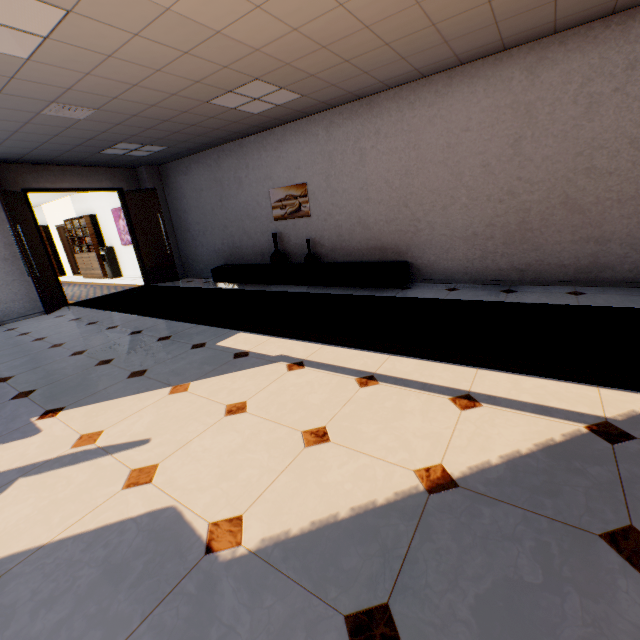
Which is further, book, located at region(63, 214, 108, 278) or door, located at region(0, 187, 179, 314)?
book, located at region(63, 214, 108, 278)

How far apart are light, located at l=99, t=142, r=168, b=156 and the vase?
2.82m

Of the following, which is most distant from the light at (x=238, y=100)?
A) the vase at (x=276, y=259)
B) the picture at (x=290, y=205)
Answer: the vase at (x=276, y=259)

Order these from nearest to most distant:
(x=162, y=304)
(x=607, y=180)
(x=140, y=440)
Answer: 1. (x=140, y=440)
2. (x=607, y=180)
3. (x=162, y=304)

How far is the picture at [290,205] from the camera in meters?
6.3

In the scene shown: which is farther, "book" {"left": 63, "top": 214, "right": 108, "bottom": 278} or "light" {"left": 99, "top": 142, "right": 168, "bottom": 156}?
"book" {"left": 63, "top": 214, "right": 108, "bottom": 278}

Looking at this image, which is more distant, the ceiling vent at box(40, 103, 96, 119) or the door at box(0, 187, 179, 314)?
the door at box(0, 187, 179, 314)

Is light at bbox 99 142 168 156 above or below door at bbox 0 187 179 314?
above
